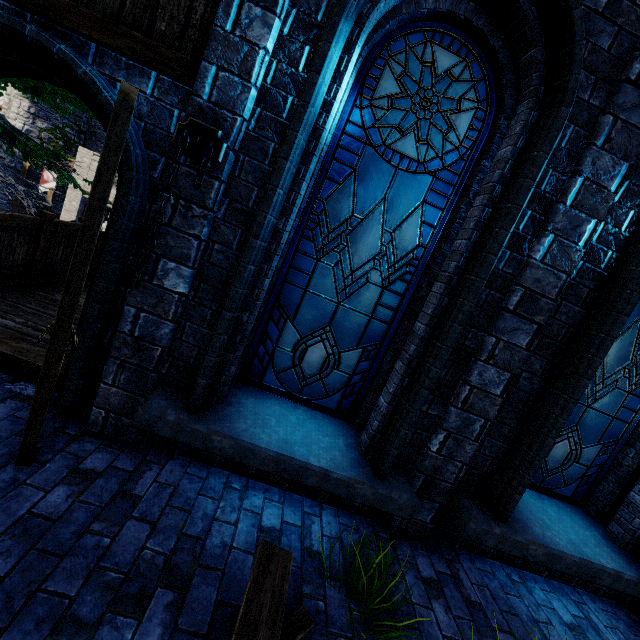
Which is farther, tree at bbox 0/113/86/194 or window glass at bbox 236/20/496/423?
tree at bbox 0/113/86/194

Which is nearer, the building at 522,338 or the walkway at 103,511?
the walkway at 103,511

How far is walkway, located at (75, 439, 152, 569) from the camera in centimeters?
199cm

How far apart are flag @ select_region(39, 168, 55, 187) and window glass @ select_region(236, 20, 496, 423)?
27.4 meters

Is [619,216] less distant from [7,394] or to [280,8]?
[280,8]

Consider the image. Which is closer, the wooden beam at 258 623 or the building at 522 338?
the wooden beam at 258 623

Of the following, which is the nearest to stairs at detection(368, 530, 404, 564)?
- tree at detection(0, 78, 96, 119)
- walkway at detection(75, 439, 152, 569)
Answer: walkway at detection(75, 439, 152, 569)

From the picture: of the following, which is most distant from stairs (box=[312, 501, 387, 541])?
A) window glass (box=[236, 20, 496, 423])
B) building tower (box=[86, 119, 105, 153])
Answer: building tower (box=[86, 119, 105, 153])
